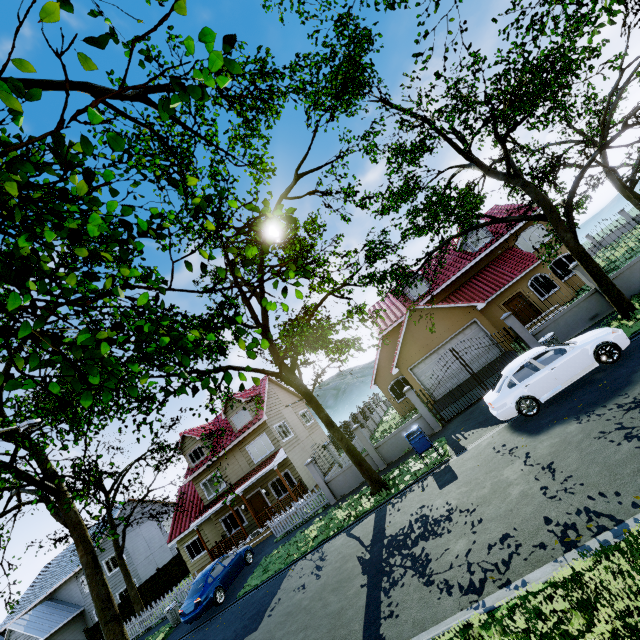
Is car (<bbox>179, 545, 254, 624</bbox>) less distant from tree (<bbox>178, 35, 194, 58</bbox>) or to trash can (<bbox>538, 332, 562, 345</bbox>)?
tree (<bbox>178, 35, 194, 58</bbox>)

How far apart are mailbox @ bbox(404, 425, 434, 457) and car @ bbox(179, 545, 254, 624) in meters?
11.6 m

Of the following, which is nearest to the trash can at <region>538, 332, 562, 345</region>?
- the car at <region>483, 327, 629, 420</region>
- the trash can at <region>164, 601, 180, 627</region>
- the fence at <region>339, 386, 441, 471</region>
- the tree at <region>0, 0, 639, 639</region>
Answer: the car at <region>483, 327, 629, 420</region>

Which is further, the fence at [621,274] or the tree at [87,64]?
the fence at [621,274]

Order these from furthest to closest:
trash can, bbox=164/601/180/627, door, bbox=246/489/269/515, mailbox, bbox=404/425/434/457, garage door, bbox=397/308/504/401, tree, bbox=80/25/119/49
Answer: door, bbox=246/489/269/515 < garage door, bbox=397/308/504/401 < trash can, bbox=164/601/180/627 < mailbox, bbox=404/425/434/457 < tree, bbox=80/25/119/49

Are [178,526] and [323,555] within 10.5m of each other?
no

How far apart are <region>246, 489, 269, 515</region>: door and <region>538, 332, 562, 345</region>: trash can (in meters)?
20.04

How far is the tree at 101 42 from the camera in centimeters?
189cm
